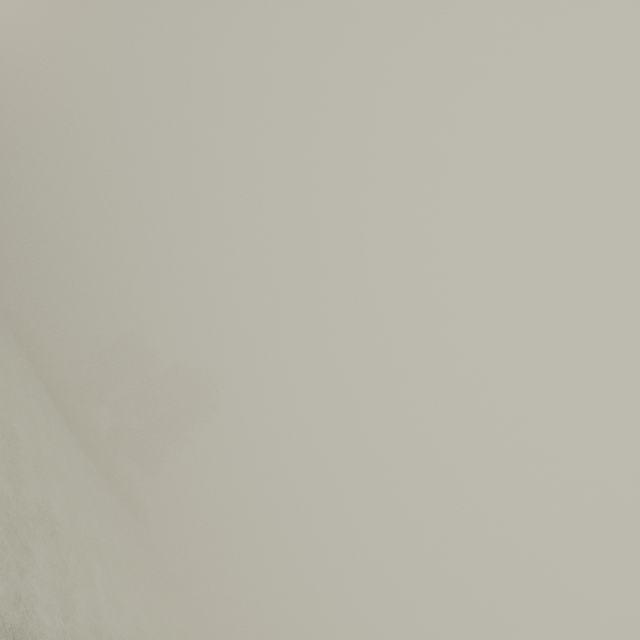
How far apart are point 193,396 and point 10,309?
26.94m
